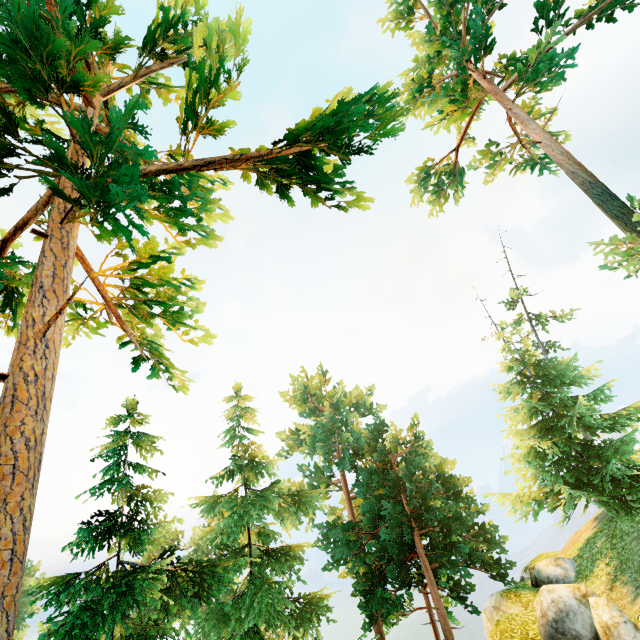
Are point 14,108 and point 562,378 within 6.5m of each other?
no

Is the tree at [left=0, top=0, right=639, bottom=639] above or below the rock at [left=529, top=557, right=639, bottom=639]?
above

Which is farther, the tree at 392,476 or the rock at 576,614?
the rock at 576,614

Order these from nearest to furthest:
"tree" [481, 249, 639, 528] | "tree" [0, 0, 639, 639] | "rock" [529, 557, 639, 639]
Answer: "tree" [0, 0, 639, 639] → "rock" [529, 557, 639, 639] → "tree" [481, 249, 639, 528]

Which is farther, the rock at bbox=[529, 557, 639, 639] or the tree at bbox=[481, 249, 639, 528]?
the tree at bbox=[481, 249, 639, 528]

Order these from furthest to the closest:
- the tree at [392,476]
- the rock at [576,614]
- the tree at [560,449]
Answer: the tree at [560,449] → the rock at [576,614] → the tree at [392,476]

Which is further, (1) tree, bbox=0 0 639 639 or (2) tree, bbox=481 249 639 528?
(2) tree, bbox=481 249 639 528
